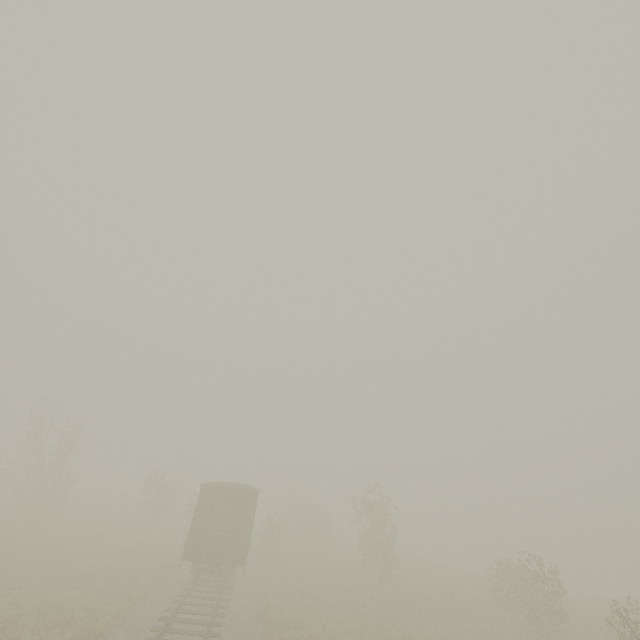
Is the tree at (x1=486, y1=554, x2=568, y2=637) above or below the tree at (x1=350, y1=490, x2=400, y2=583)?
below

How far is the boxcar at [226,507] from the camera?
17.4 meters

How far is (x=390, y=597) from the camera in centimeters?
2161cm

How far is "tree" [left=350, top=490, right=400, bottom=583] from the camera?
24.77m

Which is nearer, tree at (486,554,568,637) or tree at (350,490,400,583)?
tree at (486,554,568,637)

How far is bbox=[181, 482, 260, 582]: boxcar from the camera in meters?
17.4

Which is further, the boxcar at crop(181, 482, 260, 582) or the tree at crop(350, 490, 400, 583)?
the tree at crop(350, 490, 400, 583)

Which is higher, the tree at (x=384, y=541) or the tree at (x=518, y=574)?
the tree at (x=384, y=541)
